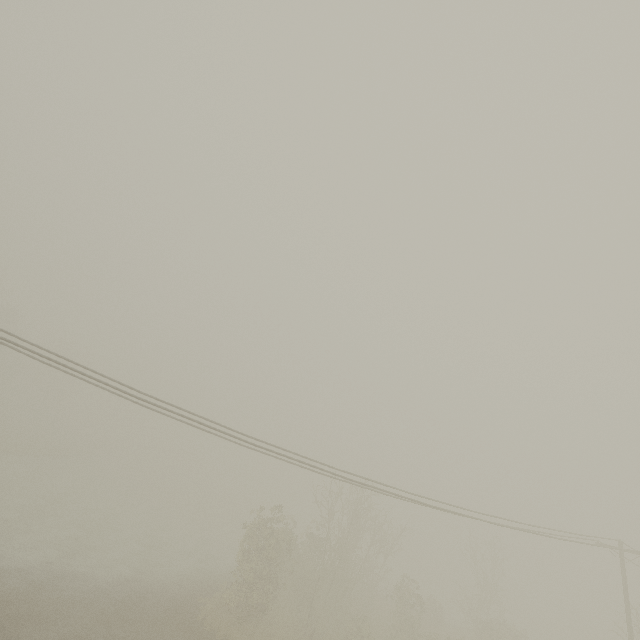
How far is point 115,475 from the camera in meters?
51.1
